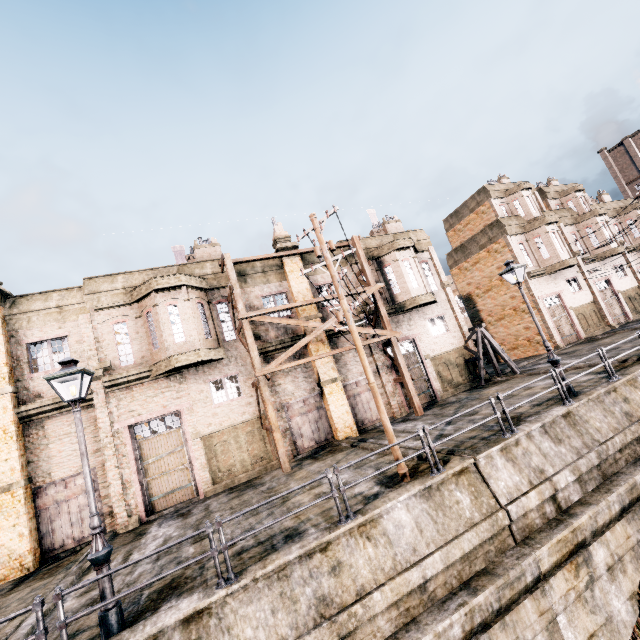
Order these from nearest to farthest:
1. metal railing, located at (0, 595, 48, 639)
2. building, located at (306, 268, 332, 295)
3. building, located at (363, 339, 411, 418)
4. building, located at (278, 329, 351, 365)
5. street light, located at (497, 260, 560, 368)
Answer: metal railing, located at (0, 595, 48, 639)
street light, located at (497, 260, 560, 368)
building, located at (278, 329, 351, 365)
building, located at (363, 339, 411, 418)
building, located at (306, 268, 332, 295)

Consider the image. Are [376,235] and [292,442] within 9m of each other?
no

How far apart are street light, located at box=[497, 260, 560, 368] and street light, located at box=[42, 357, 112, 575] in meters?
14.7

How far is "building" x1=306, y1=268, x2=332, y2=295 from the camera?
21.2 meters

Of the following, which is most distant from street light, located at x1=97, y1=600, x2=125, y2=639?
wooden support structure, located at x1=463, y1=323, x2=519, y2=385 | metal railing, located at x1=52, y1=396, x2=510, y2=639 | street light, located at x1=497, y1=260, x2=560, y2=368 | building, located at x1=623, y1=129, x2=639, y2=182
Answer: building, located at x1=623, y1=129, x2=639, y2=182

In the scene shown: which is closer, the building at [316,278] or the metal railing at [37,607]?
the metal railing at [37,607]

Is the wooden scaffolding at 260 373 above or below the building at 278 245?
below

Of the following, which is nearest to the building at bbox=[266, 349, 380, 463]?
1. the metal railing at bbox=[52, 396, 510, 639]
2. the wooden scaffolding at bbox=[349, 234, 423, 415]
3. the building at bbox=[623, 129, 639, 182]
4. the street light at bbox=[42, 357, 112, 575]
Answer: the wooden scaffolding at bbox=[349, 234, 423, 415]
